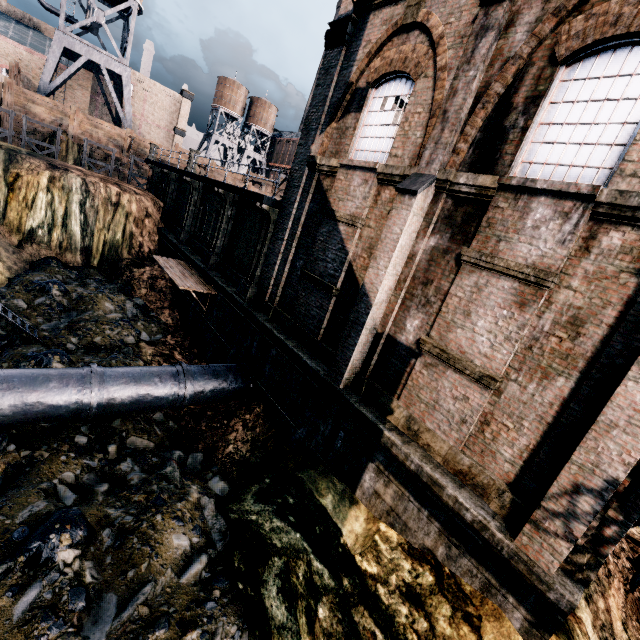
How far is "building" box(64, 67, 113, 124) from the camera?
43.9m

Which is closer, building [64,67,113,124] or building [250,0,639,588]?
building [250,0,639,588]

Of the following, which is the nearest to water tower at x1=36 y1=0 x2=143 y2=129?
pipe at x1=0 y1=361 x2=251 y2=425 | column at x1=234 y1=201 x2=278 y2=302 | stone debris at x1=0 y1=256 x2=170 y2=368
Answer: stone debris at x1=0 y1=256 x2=170 y2=368

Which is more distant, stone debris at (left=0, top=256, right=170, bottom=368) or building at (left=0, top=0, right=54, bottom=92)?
building at (left=0, top=0, right=54, bottom=92)

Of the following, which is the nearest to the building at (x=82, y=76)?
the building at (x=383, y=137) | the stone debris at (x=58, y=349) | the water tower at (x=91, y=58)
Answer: the water tower at (x=91, y=58)

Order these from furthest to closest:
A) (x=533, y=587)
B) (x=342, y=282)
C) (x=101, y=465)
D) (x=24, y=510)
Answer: (x=342, y=282)
(x=101, y=465)
(x=24, y=510)
(x=533, y=587)

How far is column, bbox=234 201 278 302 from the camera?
14.5m

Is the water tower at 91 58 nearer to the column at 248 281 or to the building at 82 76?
the building at 82 76
